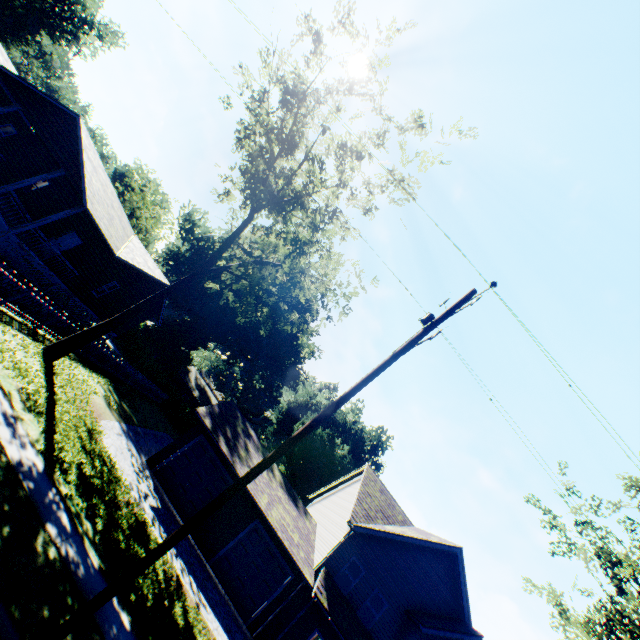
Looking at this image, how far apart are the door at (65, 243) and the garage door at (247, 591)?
19.9m

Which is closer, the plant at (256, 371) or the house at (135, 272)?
the house at (135, 272)

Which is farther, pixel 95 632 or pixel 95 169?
pixel 95 169

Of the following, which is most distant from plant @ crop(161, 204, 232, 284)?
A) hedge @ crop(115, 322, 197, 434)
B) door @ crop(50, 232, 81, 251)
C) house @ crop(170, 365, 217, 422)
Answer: door @ crop(50, 232, 81, 251)

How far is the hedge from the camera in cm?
3697

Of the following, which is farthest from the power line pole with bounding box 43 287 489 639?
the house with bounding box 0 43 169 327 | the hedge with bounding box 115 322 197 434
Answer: the hedge with bounding box 115 322 197 434

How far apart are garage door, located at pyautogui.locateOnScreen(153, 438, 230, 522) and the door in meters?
14.5

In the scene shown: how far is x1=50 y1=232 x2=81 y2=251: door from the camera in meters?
20.3 m
